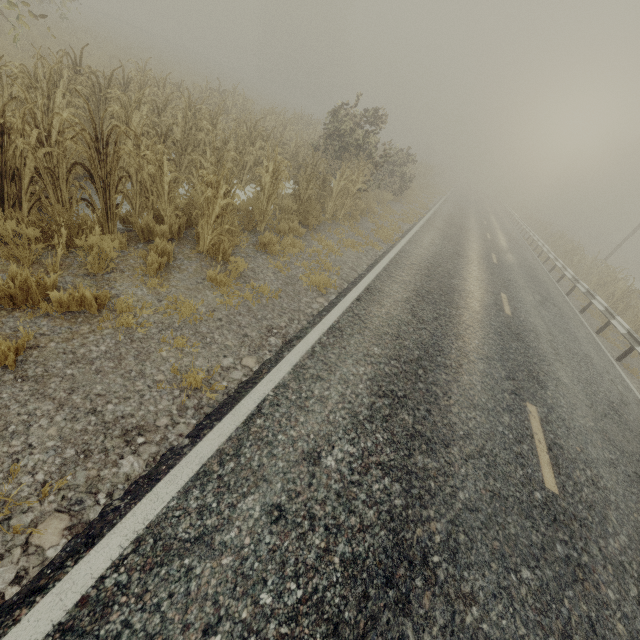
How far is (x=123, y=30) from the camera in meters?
35.9

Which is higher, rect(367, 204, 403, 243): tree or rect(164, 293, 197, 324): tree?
rect(367, 204, 403, 243): tree

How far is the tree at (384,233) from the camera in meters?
10.8

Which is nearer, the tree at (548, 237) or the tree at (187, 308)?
the tree at (187, 308)

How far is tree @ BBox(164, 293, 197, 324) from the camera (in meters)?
4.26

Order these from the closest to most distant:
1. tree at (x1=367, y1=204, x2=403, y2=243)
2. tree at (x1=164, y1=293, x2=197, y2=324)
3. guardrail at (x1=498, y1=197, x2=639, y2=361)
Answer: tree at (x1=164, y1=293, x2=197, y2=324)
guardrail at (x1=498, y1=197, x2=639, y2=361)
tree at (x1=367, y1=204, x2=403, y2=243)

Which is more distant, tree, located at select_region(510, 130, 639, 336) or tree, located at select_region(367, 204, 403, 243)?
tree, located at select_region(510, 130, 639, 336)
